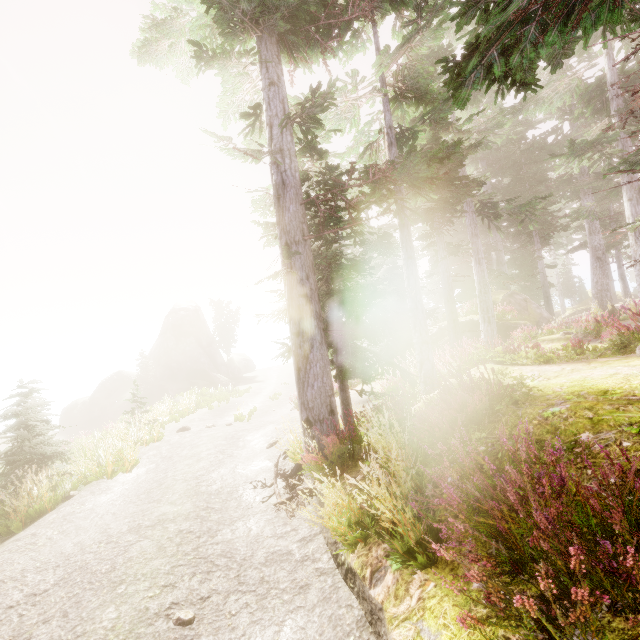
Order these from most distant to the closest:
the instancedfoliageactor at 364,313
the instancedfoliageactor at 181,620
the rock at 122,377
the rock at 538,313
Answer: the rock at 122,377 → the rock at 538,313 → the instancedfoliageactor at 181,620 → the instancedfoliageactor at 364,313

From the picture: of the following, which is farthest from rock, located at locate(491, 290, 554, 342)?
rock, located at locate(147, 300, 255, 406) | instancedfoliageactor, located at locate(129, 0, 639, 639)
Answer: rock, located at locate(147, 300, 255, 406)

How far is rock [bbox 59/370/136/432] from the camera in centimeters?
3734cm

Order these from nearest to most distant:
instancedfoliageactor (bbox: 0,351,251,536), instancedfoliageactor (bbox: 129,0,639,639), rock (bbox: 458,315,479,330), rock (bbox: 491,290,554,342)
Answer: instancedfoliageactor (bbox: 129,0,639,639), instancedfoliageactor (bbox: 0,351,251,536), rock (bbox: 491,290,554,342), rock (bbox: 458,315,479,330)

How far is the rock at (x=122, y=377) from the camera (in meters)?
37.34

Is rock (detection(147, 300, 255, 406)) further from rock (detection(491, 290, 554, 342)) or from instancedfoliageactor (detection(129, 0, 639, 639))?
rock (detection(491, 290, 554, 342))

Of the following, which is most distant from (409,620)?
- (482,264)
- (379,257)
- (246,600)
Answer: (482,264)
